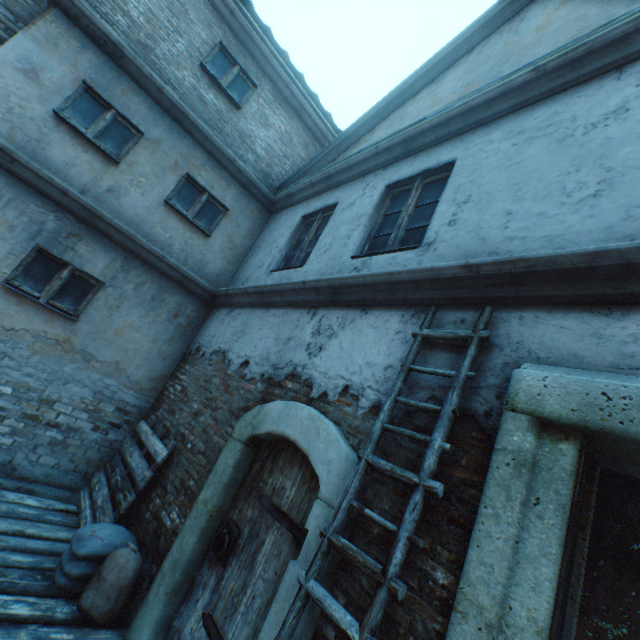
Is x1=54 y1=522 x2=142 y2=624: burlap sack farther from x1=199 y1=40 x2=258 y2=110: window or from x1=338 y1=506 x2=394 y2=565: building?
x1=199 y1=40 x2=258 y2=110: window

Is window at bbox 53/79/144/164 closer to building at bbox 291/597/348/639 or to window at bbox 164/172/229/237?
building at bbox 291/597/348/639

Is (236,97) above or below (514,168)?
above

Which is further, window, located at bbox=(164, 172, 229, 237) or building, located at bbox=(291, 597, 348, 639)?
window, located at bbox=(164, 172, 229, 237)

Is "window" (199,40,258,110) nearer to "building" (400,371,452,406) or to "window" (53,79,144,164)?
"building" (400,371,452,406)

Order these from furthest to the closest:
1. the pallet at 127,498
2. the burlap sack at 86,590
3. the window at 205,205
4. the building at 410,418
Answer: the window at 205,205
the pallet at 127,498
the burlap sack at 86,590
the building at 410,418

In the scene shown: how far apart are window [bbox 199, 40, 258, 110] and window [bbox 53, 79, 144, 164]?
1.9m

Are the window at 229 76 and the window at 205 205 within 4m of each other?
yes
